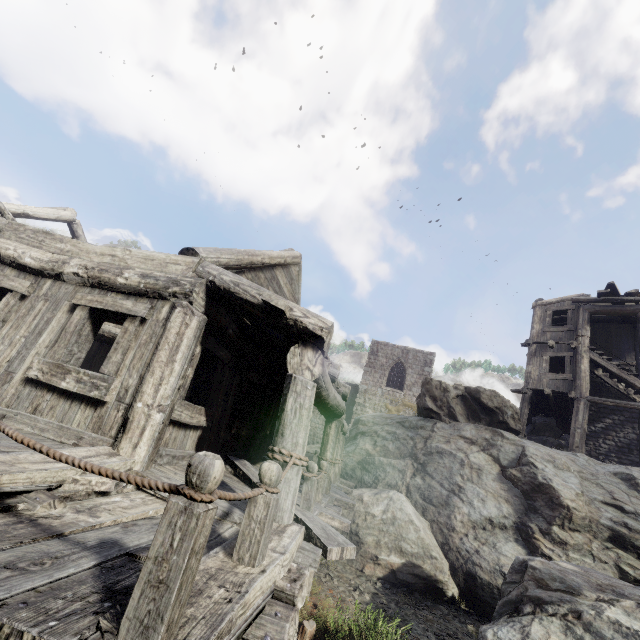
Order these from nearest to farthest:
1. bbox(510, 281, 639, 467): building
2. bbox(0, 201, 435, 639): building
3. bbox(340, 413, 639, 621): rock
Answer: bbox(0, 201, 435, 639): building < bbox(340, 413, 639, 621): rock < bbox(510, 281, 639, 467): building

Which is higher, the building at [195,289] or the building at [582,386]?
the building at [582,386]

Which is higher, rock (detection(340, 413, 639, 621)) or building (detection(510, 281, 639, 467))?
building (detection(510, 281, 639, 467))

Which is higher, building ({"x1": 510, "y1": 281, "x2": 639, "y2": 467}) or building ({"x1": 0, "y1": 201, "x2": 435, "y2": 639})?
building ({"x1": 510, "y1": 281, "x2": 639, "y2": 467})

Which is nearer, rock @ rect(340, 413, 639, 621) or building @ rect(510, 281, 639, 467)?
rock @ rect(340, 413, 639, 621)

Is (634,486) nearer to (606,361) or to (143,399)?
(606,361)

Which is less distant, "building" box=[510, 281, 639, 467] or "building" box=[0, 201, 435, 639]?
"building" box=[0, 201, 435, 639]

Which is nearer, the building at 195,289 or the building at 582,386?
the building at 195,289
